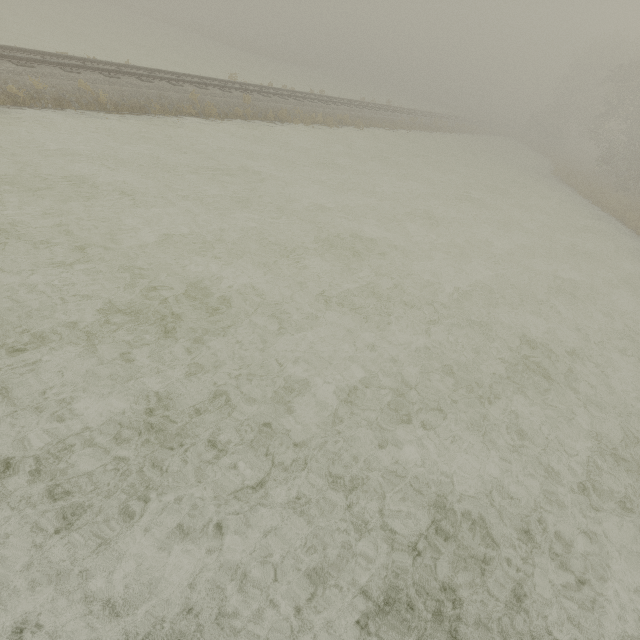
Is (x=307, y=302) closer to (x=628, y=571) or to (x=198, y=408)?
(x=198, y=408)
